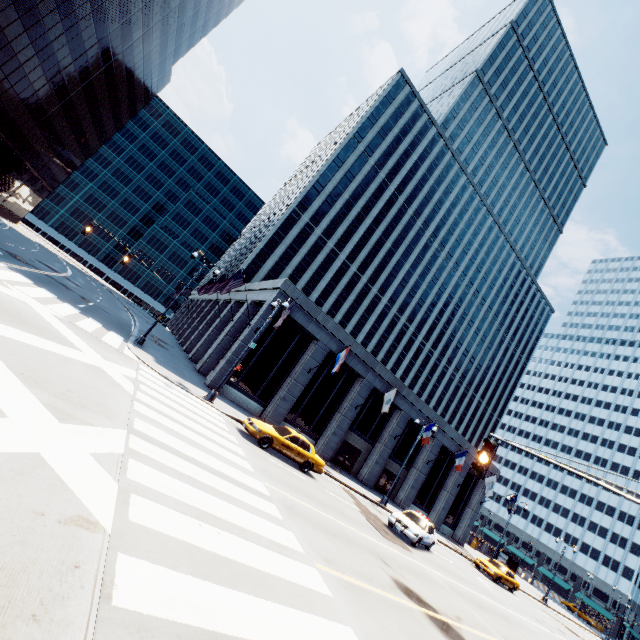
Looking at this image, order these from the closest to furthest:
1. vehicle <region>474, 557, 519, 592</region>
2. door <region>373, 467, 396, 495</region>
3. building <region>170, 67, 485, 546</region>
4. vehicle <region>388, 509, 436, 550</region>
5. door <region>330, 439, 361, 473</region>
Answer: vehicle <region>388, 509, 436, 550</region> → building <region>170, 67, 485, 546</region> → vehicle <region>474, 557, 519, 592</region> → door <region>330, 439, 361, 473</region> → door <region>373, 467, 396, 495</region>

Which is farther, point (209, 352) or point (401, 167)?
point (401, 167)

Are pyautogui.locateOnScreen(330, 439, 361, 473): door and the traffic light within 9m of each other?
no

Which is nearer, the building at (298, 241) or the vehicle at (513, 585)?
the building at (298, 241)

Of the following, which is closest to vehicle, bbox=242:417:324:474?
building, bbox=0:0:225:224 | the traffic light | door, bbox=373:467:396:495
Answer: the traffic light

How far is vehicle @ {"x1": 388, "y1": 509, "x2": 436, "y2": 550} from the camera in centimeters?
1773cm

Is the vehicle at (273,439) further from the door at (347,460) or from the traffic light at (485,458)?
the traffic light at (485,458)

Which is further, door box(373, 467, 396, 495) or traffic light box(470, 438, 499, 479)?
door box(373, 467, 396, 495)
